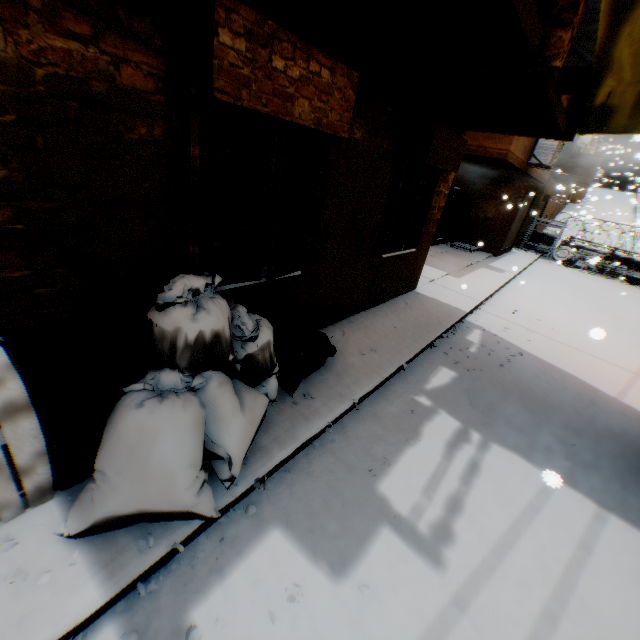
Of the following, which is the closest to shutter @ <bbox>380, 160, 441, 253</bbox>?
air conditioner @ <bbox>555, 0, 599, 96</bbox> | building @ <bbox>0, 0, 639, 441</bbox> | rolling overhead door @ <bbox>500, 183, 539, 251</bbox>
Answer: building @ <bbox>0, 0, 639, 441</bbox>

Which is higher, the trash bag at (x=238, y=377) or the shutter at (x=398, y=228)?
the shutter at (x=398, y=228)

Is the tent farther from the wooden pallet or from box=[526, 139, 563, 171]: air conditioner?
box=[526, 139, 563, 171]: air conditioner

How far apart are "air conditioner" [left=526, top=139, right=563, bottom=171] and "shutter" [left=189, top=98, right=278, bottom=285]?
10.5 meters

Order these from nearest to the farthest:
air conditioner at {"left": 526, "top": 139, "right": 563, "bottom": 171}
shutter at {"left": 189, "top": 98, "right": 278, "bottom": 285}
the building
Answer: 1. the building
2. shutter at {"left": 189, "top": 98, "right": 278, "bottom": 285}
3. air conditioner at {"left": 526, "top": 139, "right": 563, "bottom": 171}

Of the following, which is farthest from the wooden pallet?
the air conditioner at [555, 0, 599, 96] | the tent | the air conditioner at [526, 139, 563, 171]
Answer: the air conditioner at [526, 139, 563, 171]

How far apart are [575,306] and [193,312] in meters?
12.3 m

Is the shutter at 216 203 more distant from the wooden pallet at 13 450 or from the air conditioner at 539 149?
the air conditioner at 539 149
